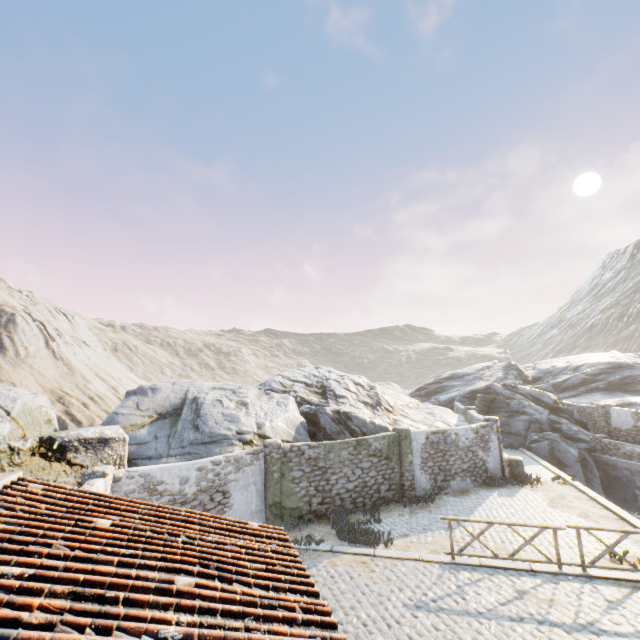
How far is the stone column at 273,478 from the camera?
12.63m

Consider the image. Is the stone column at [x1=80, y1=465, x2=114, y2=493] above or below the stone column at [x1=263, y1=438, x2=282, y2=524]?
above

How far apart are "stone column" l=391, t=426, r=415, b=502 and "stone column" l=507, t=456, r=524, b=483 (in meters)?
5.12

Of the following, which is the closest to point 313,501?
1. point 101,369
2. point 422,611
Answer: point 422,611

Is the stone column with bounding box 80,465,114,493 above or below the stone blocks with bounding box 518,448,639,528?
above

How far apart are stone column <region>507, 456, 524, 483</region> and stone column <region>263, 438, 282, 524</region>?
11.4m

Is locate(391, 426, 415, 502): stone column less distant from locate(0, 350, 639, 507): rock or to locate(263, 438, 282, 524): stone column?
locate(0, 350, 639, 507): rock

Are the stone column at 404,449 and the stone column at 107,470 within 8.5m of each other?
no
